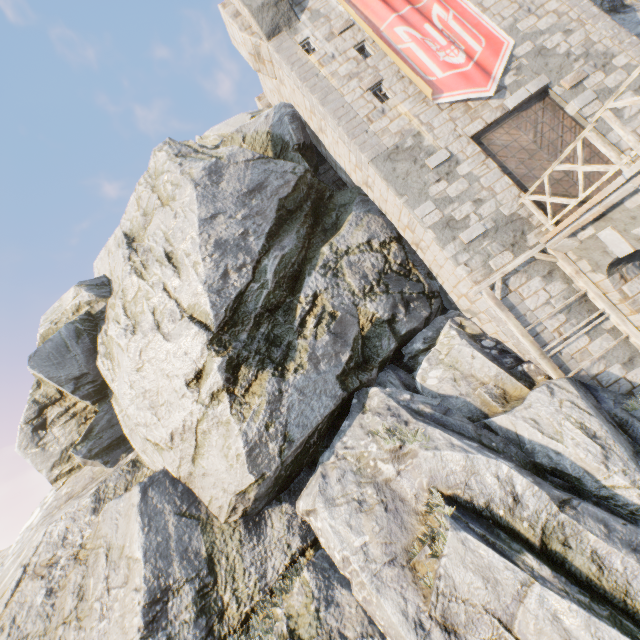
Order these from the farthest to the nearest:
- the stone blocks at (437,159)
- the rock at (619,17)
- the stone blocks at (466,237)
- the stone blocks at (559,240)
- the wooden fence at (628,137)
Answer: the rock at (619,17)
the stone blocks at (437,159)
the stone blocks at (466,237)
the stone blocks at (559,240)
the wooden fence at (628,137)

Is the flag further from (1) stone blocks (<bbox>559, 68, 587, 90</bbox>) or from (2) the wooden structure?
(2) the wooden structure

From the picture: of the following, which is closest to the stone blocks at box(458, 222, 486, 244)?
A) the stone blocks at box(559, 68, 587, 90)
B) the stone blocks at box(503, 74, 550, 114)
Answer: the stone blocks at box(503, 74, 550, 114)

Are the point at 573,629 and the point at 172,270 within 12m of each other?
no

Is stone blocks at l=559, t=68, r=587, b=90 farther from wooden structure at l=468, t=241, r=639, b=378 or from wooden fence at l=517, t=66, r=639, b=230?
wooden structure at l=468, t=241, r=639, b=378

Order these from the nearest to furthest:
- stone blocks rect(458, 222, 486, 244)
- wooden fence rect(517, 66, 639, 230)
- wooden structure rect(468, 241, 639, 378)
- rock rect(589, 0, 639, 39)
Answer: wooden fence rect(517, 66, 639, 230)
wooden structure rect(468, 241, 639, 378)
stone blocks rect(458, 222, 486, 244)
rock rect(589, 0, 639, 39)

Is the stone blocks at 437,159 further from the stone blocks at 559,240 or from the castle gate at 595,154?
the stone blocks at 559,240

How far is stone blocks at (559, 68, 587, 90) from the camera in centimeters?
1005cm
